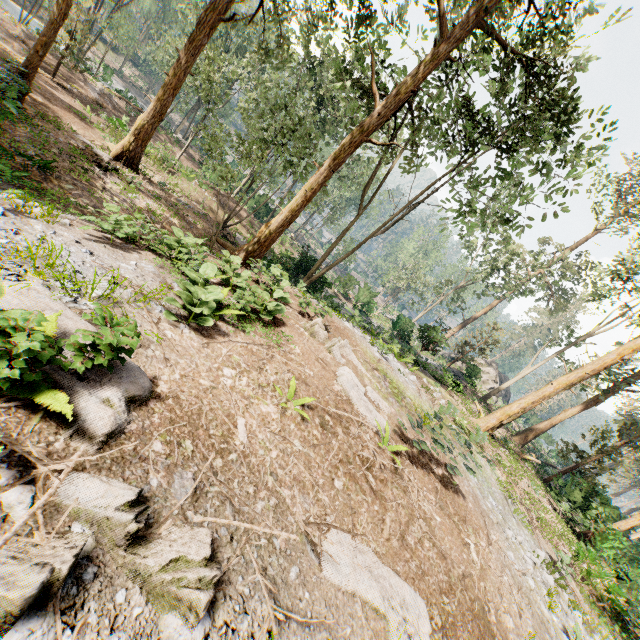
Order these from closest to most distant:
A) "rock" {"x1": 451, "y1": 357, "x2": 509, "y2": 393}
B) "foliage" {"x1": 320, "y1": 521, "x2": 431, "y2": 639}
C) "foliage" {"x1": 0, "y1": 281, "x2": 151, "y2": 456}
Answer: "foliage" {"x1": 0, "y1": 281, "x2": 151, "y2": 456}
"foliage" {"x1": 320, "y1": 521, "x2": 431, "y2": 639}
"rock" {"x1": 451, "y1": 357, "x2": 509, "y2": 393}

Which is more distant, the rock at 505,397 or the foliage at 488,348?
the rock at 505,397

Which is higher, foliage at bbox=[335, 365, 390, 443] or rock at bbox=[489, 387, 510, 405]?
rock at bbox=[489, 387, 510, 405]

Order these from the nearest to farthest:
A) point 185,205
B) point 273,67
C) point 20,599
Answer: point 20,599 < point 273,67 < point 185,205

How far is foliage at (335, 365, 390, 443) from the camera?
7.52m

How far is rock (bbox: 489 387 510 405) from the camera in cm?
3738

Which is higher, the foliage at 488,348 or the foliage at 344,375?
the foliage at 488,348
